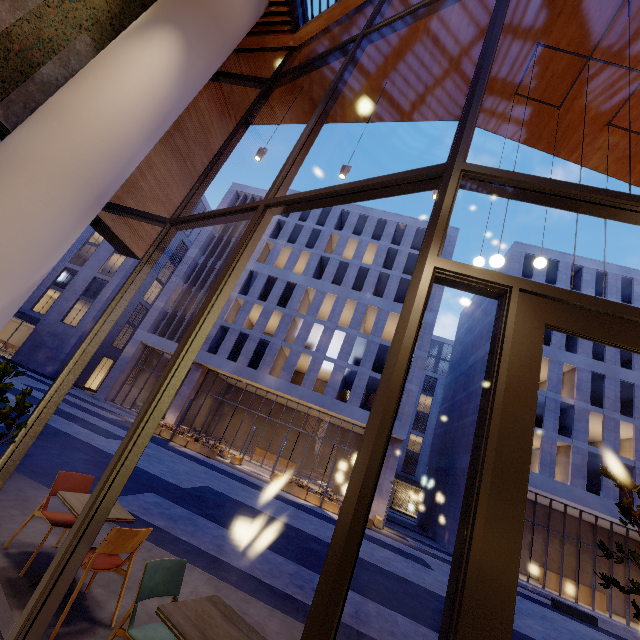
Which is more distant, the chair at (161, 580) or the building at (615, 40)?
the building at (615, 40)

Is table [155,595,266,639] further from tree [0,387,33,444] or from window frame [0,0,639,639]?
tree [0,387,33,444]

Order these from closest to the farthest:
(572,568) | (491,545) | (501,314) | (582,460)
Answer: (491,545) < (501,314) < (582,460) < (572,568)

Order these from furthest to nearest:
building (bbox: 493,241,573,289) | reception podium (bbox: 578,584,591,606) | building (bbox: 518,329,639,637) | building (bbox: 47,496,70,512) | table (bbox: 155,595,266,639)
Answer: building (bbox: 493,241,573,289) → reception podium (bbox: 578,584,591,606) → building (bbox: 518,329,639,637) → building (bbox: 47,496,70,512) → table (bbox: 155,595,266,639)

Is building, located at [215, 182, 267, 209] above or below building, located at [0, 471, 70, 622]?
above

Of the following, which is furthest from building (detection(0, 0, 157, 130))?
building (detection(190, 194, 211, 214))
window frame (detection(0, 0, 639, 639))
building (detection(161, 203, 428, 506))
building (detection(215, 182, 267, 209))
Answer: building (detection(190, 194, 211, 214))

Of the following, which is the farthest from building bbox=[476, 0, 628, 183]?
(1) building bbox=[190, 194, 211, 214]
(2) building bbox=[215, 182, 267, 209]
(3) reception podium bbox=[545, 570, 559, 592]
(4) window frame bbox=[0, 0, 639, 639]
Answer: (1) building bbox=[190, 194, 211, 214]

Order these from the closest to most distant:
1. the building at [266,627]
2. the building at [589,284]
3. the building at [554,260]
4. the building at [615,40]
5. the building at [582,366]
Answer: the building at [266,627], the building at [615,40], the building at [582,366], the building at [589,284], the building at [554,260]
